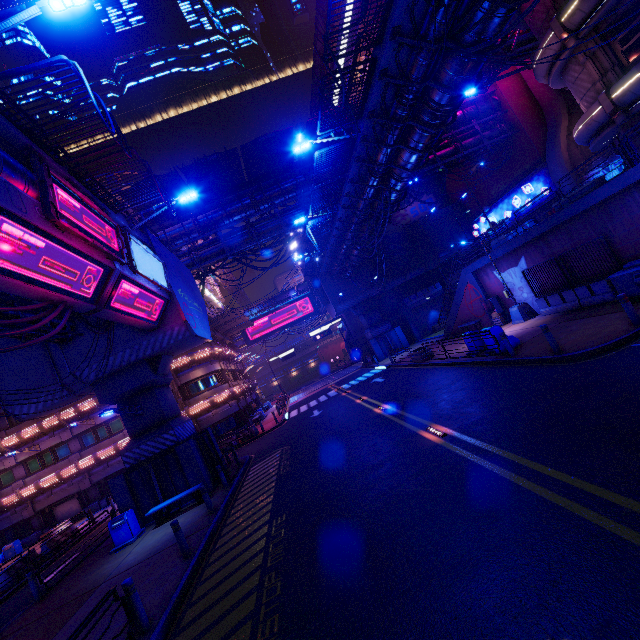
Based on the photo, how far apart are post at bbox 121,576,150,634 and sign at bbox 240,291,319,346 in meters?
49.5

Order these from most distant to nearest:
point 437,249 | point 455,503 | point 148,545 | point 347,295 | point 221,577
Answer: point 437,249 < point 347,295 < point 148,545 < point 221,577 < point 455,503

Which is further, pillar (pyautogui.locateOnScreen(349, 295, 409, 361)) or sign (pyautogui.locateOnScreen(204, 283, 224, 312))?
sign (pyautogui.locateOnScreen(204, 283, 224, 312))

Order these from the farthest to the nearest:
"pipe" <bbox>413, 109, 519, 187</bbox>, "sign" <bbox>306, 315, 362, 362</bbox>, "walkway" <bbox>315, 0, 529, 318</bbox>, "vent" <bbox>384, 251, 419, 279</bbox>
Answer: "sign" <bbox>306, 315, 362, 362</bbox> → "vent" <bbox>384, 251, 419, 279</bbox> → "pipe" <bbox>413, 109, 519, 187</bbox> → "walkway" <bbox>315, 0, 529, 318</bbox>

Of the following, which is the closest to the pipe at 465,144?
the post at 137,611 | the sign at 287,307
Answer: the sign at 287,307

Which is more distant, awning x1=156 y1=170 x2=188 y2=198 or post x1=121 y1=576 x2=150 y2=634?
awning x1=156 y1=170 x2=188 y2=198

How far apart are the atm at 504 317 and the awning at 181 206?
22.7 meters

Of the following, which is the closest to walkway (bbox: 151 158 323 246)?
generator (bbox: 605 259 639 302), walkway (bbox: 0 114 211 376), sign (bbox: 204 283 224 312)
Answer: walkway (bbox: 0 114 211 376)
